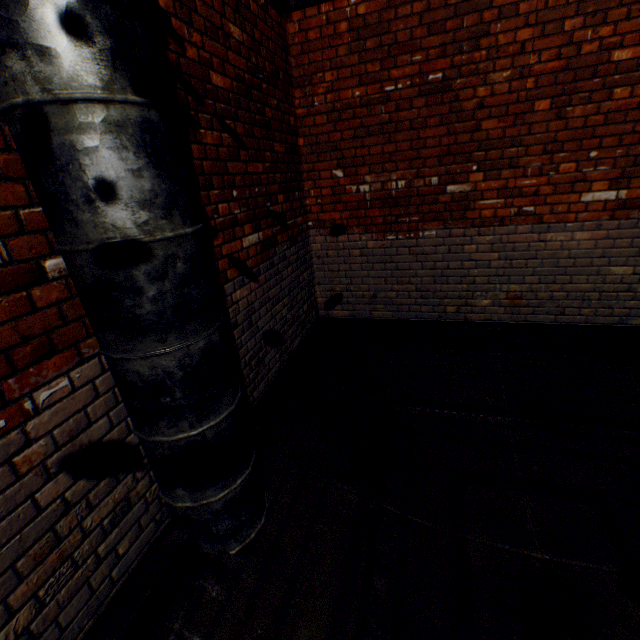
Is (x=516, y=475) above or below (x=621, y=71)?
below
